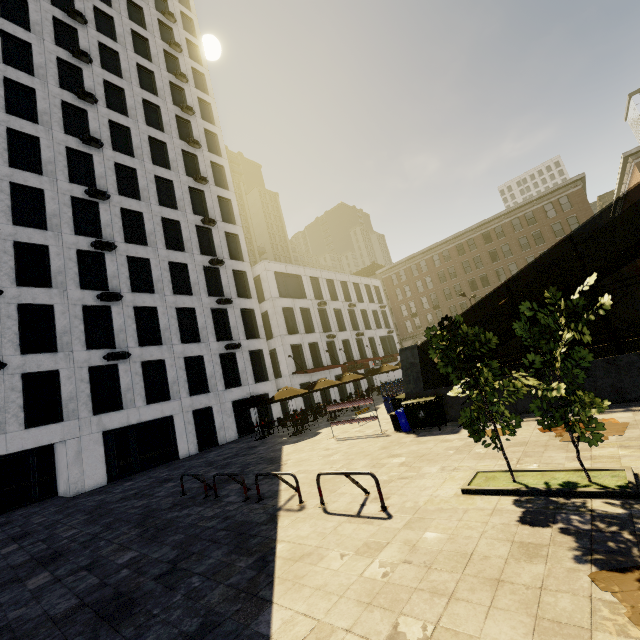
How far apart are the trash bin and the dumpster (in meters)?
A: 0.09

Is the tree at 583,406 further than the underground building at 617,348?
No

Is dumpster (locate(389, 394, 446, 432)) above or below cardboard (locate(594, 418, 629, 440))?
above

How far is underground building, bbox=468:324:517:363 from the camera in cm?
1310

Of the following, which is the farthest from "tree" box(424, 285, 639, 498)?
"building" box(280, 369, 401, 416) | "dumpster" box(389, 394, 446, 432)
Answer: "building" box(280, 369, 401, 416)

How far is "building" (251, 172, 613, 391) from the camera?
33.53m

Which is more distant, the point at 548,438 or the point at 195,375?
the point at 195,375

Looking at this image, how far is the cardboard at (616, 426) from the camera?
6.9m
